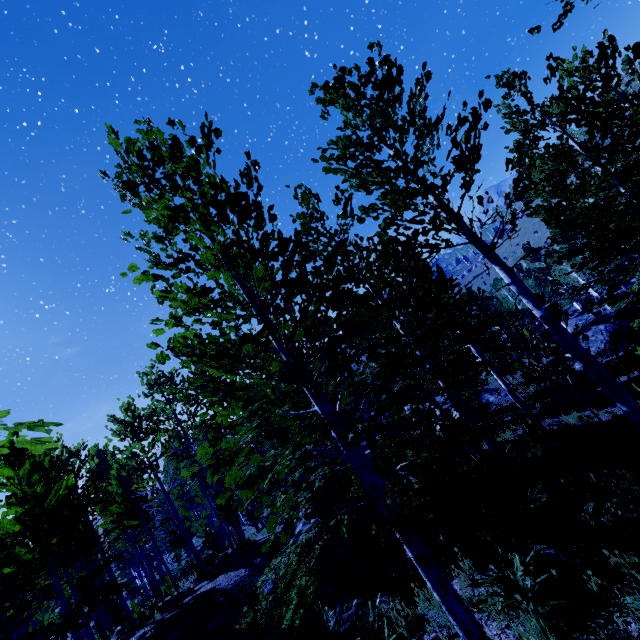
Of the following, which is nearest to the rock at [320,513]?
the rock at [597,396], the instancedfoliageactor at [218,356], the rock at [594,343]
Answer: the instancedfoliageactor at [218,356]

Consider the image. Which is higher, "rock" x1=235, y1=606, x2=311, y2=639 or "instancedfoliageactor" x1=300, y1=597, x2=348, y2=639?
"rock" x1=235, y1=606, x2=311, y2=639

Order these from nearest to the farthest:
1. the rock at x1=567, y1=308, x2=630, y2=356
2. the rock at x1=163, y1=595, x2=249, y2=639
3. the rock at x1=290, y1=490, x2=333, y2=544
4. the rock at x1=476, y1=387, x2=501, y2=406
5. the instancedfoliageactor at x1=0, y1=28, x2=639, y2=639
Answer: the instancedfoliageactor at x1=0, y1=28, x2=639, y2=639 < the rock at x1=163, y1=595, x2=249, y2=639 < the rock at x1=290, y1=490, x2=333, y2=544 < the rock at x1=567, y1=308, x2=630, y2=356 < the rock at x1=476, y1=387, x2=501, y2=406

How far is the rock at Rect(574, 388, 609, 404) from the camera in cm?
1458

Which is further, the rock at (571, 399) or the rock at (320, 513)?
the rock at (571, 399)

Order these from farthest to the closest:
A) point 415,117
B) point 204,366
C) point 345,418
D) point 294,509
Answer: point 345,418
point 415,117
point 204,366
point 294,509

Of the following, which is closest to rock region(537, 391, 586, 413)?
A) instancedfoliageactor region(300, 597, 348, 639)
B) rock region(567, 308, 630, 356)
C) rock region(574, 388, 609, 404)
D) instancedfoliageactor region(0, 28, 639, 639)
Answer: instancedfoliageactor region(300, 597, 348, 639)

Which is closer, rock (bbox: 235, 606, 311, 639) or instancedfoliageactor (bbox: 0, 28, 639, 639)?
instancedfoliageactor (bbox: 0, 28, 639, 639)
